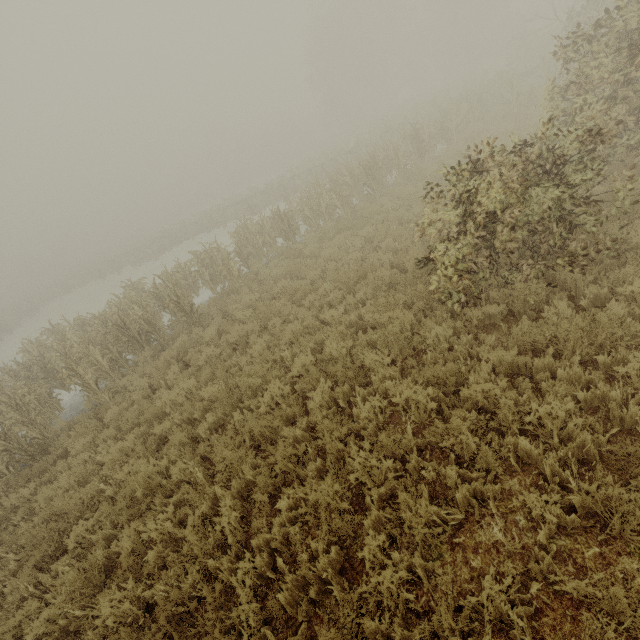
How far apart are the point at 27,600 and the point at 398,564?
5.9m
